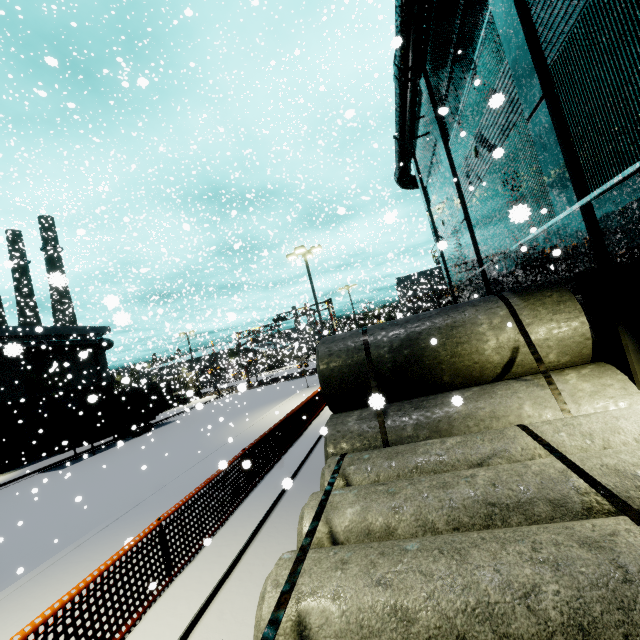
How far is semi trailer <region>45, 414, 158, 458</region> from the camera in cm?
2114

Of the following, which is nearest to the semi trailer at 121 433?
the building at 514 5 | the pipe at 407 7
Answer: the building at 514 5

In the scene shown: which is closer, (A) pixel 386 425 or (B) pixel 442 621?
(B) pixel 442 621

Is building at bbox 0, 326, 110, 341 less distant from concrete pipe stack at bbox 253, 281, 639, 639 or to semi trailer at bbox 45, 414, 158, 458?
concrete pipe stack at bbox 253, 281, 639, 639

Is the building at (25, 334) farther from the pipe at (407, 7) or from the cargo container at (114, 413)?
the cargo container at (114, 413)

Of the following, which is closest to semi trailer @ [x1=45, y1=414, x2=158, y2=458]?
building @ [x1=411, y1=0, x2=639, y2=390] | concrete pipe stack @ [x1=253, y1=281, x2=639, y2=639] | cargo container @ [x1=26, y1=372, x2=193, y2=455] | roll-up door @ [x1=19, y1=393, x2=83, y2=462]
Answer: cargo container @ [x1=26, y1=372, x2=193, y2=455]

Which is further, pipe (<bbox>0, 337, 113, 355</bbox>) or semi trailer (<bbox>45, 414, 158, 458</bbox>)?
semi trailer (<bbox>45, 414, 158, 458</bbox>)
